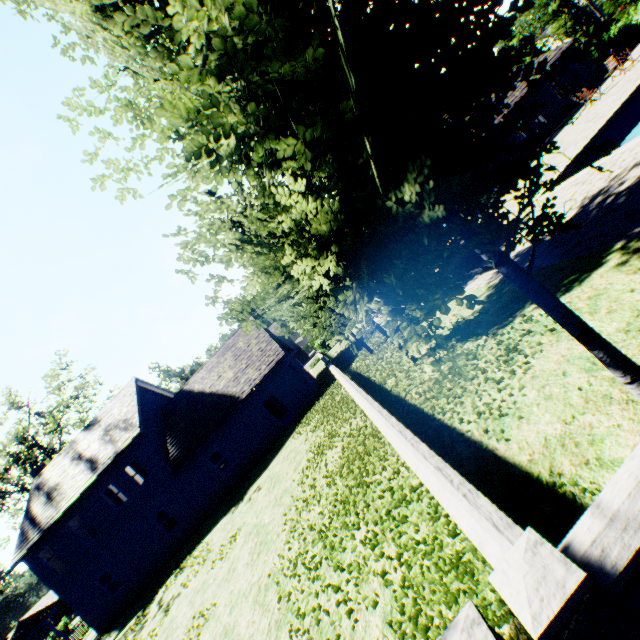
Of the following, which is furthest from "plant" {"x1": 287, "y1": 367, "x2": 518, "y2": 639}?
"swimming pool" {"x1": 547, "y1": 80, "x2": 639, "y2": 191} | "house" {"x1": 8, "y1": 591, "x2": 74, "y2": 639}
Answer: "house" {"x1": 8, "y1": 591, "x2": 74, "y2": 639}

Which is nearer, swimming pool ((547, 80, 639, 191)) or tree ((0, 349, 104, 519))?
swimming pool ((547, 80, 639, 191))

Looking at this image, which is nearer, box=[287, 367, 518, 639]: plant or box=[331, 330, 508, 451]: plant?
box=[287, 367, 518, 639]: plant

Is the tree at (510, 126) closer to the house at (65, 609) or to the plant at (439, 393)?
the plant at (439, 393)

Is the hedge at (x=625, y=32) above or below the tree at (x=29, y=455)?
below

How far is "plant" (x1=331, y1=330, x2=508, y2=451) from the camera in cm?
589

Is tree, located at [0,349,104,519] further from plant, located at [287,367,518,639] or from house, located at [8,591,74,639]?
house, located at [8,591,74,639]

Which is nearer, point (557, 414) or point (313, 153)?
point (313, 153)
